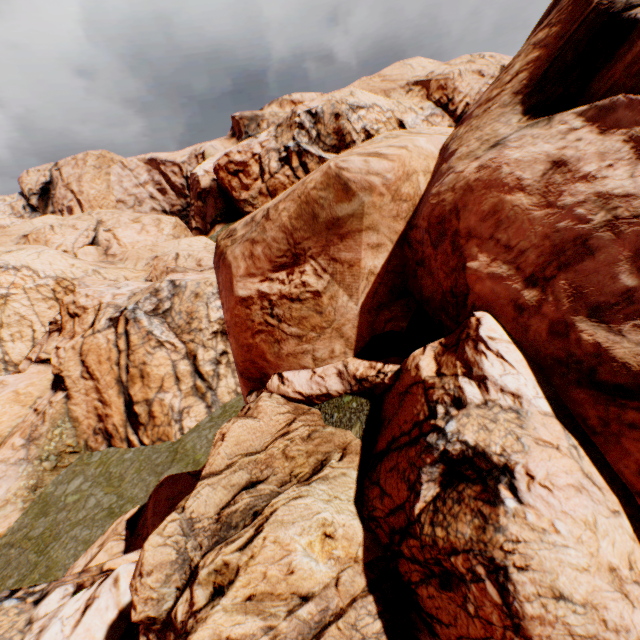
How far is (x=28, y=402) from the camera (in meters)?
20.59
